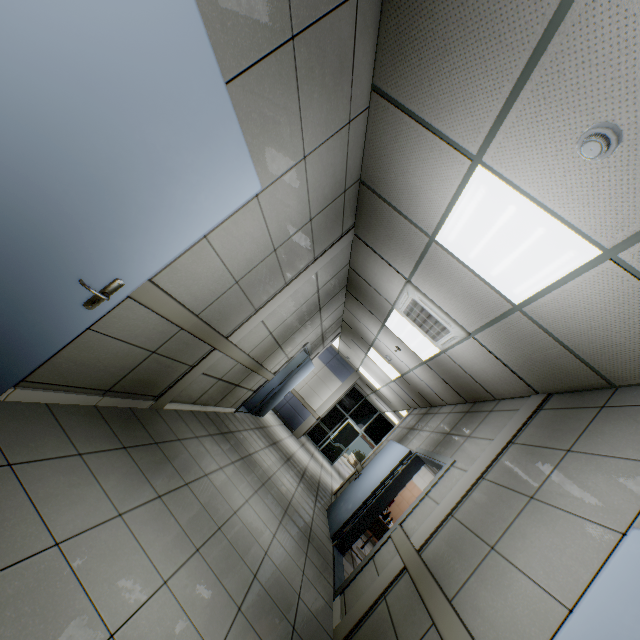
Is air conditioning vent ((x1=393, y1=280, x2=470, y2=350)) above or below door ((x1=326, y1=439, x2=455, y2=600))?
above

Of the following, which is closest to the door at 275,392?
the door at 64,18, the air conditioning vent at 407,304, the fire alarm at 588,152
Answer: the air conditioning vent at 407,304

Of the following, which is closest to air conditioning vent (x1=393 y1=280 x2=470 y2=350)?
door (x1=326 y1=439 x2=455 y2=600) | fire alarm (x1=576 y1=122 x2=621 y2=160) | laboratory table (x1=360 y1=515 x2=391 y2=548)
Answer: door (x1=326 y1=439 x2=455 y2=600)

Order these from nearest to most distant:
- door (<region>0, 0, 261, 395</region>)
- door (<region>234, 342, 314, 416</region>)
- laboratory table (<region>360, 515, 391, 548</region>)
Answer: door (<region>0, 0, 261, 395</region>), laboratory table (<region>360, 515, 391, 548</region>), door (<region>234, 342, 314, 416</region>)

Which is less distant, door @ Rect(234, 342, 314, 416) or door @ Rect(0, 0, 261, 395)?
door @ Rect(0, 0, 261, 395)

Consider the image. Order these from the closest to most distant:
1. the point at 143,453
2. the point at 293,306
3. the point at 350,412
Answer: the point at 143,453, the point at 293,306, the point at 350,412

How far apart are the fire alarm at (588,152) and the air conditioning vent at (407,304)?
2.40m

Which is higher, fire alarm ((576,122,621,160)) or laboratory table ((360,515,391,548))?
fire alarm ((576,122,621,160))
